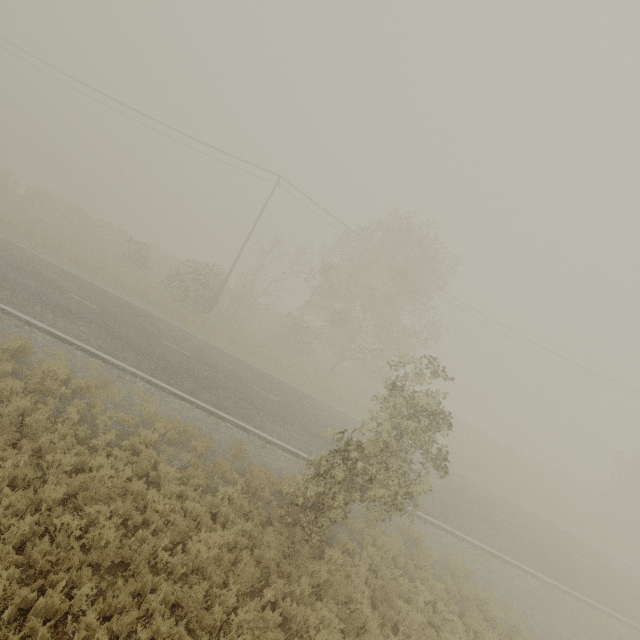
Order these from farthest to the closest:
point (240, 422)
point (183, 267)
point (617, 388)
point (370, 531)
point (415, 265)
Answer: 1. point (617, 388)
2. point (415, 265)
3. point (183, 267)
4. point (240, 422)
5. point (370, 531)
